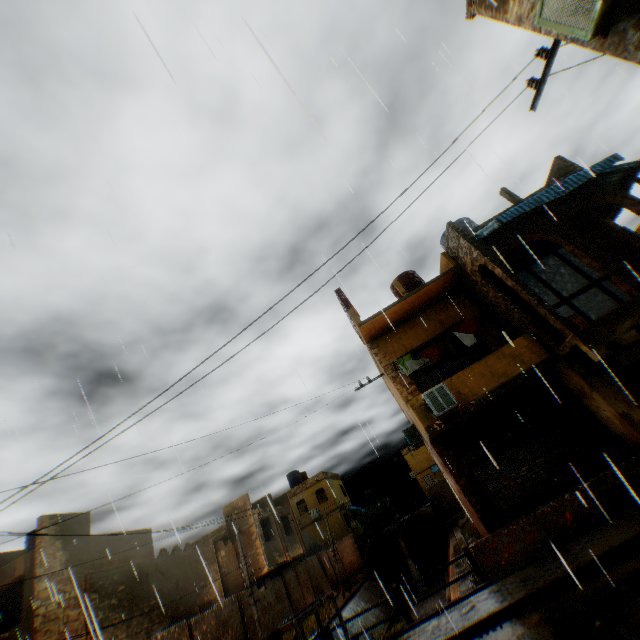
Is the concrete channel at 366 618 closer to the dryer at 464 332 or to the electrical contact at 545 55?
the dryer at 464 332

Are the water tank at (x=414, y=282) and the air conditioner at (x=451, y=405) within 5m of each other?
no

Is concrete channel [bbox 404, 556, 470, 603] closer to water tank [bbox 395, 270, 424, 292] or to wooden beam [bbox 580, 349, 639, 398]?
wooden beam [bbox 580, 349, 639, 398]

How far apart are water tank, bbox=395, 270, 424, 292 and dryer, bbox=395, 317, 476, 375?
3.0 meters

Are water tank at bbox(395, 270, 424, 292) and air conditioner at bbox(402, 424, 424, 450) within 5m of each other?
no

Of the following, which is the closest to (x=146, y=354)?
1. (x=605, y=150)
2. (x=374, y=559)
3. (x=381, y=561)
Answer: (x=605, y=150)

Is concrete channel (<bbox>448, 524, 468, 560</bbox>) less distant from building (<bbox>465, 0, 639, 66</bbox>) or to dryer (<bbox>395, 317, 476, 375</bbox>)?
building (<bbox>465, 0, 639, 66</bbox>)

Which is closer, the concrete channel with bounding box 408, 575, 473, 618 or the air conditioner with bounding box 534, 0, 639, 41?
the air conditioner with bounding box 534, 0, 639, 41
